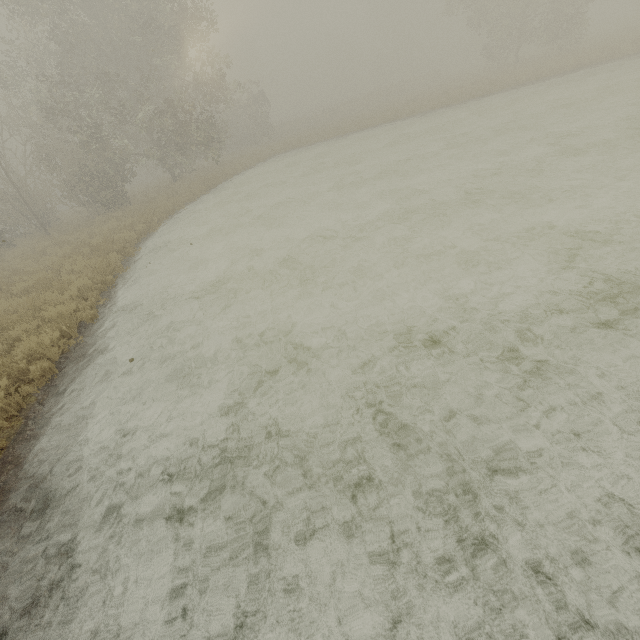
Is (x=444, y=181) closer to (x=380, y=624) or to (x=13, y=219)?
(x=380, y=624)
